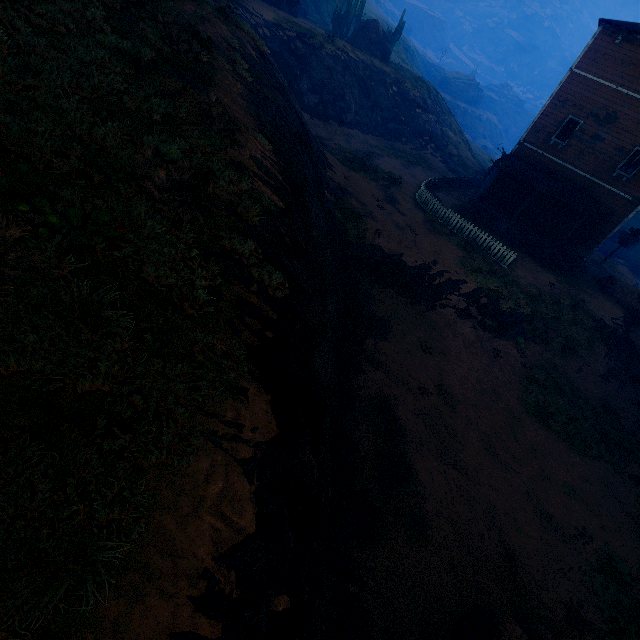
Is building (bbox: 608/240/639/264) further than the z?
Yes

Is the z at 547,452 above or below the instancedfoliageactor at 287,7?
below

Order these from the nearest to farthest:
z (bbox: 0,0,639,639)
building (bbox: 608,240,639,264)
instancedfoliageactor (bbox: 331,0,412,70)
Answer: z (bbox: 0,0,639,639)
instancedfoliageactor (bbox: 331,0,412,70)
building (bbox: 608,240,639,264)

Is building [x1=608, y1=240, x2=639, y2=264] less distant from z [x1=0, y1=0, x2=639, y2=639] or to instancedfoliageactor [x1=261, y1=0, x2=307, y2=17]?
z [x1=0, y1=0, x2=639, y2=639]

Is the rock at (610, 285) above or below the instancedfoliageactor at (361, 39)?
below

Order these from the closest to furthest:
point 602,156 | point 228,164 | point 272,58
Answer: point 228,164 → point 602,156 → point 272,58

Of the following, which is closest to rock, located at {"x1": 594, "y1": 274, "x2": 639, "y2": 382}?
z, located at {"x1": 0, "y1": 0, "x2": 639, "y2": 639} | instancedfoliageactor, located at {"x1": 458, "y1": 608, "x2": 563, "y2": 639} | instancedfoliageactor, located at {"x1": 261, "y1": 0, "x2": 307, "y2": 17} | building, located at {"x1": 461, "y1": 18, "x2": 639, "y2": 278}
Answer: z, located at {"x1": 0, "y1": 0, "x2": 639, "y2": 639}

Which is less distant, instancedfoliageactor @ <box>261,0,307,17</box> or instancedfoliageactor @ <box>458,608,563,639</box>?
instancedfoliageactor @ <box>458,608,563,639</box>
